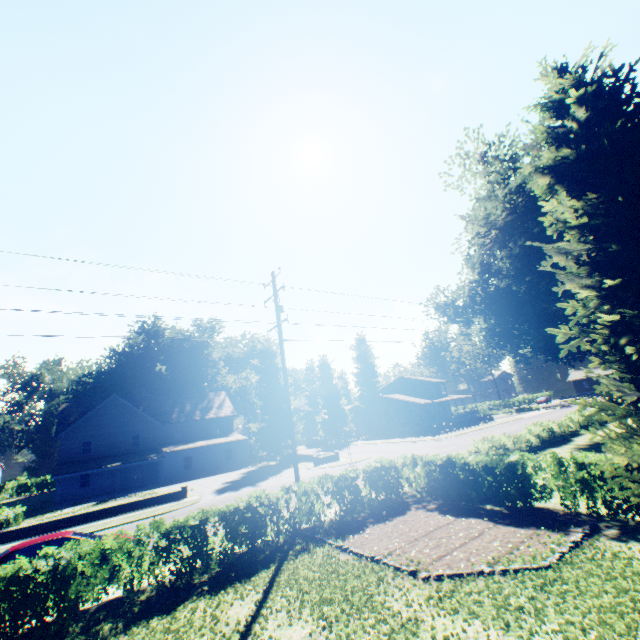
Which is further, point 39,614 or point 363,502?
point 363,502

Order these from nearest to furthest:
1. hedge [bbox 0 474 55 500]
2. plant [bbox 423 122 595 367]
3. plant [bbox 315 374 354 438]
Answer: plant [bbox 423 122 595 367] < hedge [bbox 0 474 55 500] < plant [bbox 315 374 354 438]

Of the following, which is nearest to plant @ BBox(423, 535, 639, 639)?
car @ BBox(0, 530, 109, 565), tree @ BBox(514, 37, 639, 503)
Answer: tree @ BBox(514, 37, 639, 503)

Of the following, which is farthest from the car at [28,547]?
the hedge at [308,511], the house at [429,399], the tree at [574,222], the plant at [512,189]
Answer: the house at [429,399]

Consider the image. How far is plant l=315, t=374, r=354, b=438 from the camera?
56.5 meters

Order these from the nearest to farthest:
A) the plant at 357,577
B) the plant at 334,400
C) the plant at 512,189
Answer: the plant at 357,577 < the plant at 512,189 < the plant at 334,400

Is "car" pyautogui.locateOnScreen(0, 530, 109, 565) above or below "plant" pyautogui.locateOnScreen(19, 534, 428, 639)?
above

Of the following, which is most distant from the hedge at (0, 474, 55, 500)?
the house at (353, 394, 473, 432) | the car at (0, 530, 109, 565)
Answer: the house at (353, 394, 473, 432)
